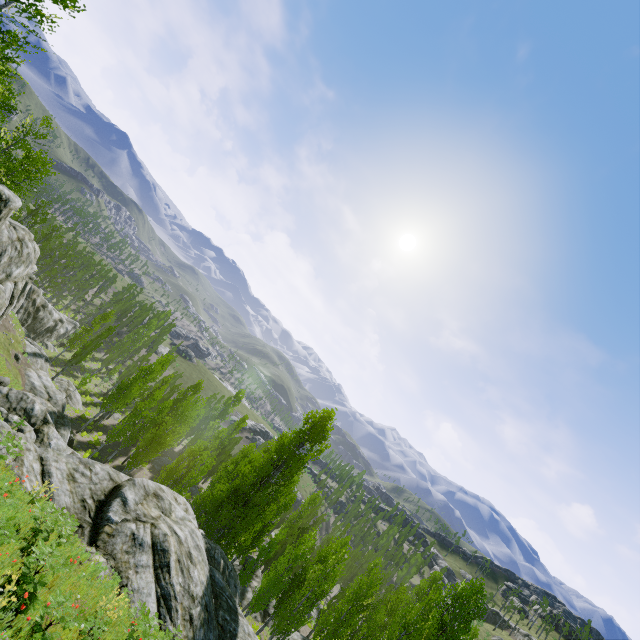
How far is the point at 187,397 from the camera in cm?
4575

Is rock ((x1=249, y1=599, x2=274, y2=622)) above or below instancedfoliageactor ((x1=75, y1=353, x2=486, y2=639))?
below

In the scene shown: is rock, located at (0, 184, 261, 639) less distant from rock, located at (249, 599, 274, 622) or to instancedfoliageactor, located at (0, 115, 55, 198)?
instancedfoliageactor, located at (0, 115, 55, 198)

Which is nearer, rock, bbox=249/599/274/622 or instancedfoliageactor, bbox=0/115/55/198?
instancedfoliageactor, bbox=0/115/55/198

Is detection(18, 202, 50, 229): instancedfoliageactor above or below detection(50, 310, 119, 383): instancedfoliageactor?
above

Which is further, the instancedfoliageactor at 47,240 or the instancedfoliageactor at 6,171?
the instancedfoliageactor at 47,240
